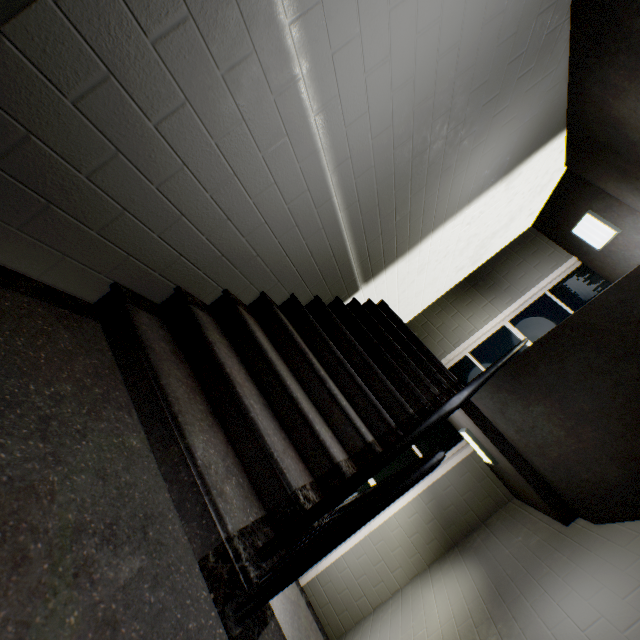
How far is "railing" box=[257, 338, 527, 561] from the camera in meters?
1.2 m

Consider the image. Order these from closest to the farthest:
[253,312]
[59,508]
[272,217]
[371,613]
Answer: [59,508] → [272,217] → [253,312] → [371,613]

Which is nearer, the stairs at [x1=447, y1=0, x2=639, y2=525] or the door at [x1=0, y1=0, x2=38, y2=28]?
the door at [x1=0, y1=0, x2=38, y2=28]

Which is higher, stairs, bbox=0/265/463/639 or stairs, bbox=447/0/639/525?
stairs, bbox=447/0/639/525

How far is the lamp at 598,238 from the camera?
4.6m

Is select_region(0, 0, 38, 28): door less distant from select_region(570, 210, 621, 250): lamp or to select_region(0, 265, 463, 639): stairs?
select_region(0, 265, 463, 639): stairs

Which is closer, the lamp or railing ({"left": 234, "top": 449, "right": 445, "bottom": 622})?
railing ({"left": 234, "top": 449, "right": 445, "bottom": 622})

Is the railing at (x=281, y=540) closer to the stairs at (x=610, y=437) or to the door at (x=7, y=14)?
the stairs at (x=610, y=437)
